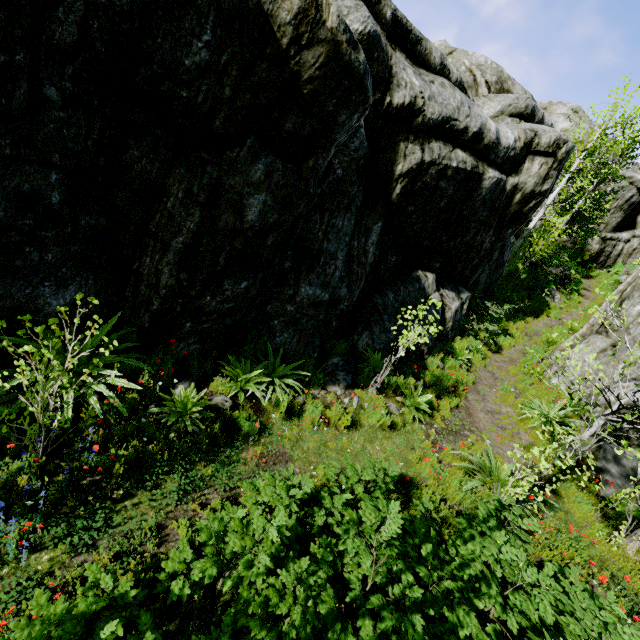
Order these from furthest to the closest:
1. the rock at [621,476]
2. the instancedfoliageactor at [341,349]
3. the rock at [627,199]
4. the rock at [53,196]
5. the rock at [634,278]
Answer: the rock at [627,199] < the rock at [634,278] < the instancedfoliageactor at [341,349] < the rock at [621,476] < the rock at [53,196]

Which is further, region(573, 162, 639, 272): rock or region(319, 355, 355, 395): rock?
region(573, 162, 639, 272): rock

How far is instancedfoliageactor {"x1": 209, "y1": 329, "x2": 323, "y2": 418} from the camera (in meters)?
6.17

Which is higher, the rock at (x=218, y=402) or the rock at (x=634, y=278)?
the rock at (x=634, y=278)

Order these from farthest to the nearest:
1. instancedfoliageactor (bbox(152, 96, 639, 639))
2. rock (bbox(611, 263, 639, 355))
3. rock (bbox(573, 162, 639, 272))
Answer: rock (bbox(573, 162, 639, 272))
rock (bbox(611, 263, 639, 355))
instancedfoliageactor (bbox(152, 96, 639, 639))

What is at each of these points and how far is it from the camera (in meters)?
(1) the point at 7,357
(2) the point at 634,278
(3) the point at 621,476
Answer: (1) rock, 4.73
(2) rock, 11.56
(3) rock, 7.64

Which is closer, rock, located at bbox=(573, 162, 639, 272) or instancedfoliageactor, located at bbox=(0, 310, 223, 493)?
instancedfoliageactor, located at bbox=(0, 310, 223, 493)
